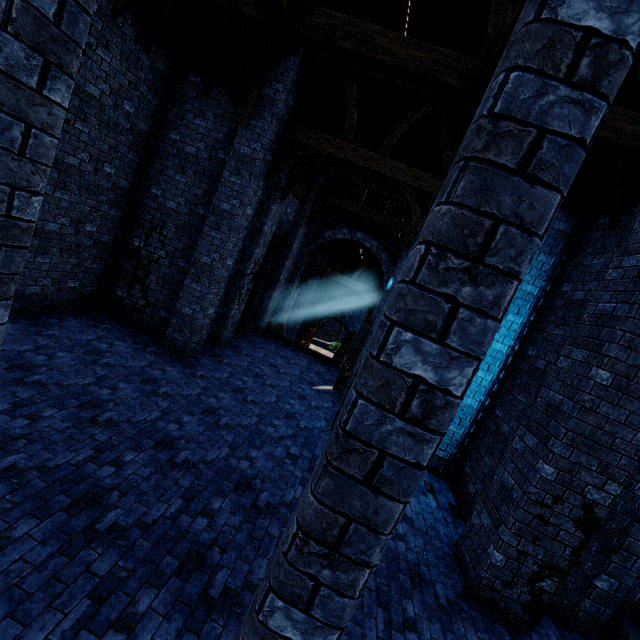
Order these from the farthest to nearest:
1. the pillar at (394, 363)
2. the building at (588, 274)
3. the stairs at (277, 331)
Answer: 1. the stairs at (277, 331)
2. the building at (588, 274)
3. the pillar at (394, 363)

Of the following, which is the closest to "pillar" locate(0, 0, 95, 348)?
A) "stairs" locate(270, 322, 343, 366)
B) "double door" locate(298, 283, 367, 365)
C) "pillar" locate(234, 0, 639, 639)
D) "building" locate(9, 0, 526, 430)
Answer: "building" locate(9, 0, 526, 430)

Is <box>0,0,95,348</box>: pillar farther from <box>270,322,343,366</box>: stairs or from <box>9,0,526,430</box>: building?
<box>270,322,343,366</box>: stairs

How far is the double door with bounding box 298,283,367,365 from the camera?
25.8 meters

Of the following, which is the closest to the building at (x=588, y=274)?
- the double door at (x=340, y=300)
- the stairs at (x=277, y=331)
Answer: the double door at (x=340, y=300)

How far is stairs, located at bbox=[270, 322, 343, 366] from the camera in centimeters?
1425cm

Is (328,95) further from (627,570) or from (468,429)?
(627,570)

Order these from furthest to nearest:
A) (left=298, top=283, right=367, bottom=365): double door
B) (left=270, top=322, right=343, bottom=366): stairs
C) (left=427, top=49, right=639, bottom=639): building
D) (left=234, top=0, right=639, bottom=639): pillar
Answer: (left=298, top=283, right=367, bottom=365): double door, (left=270, top=322, right=343, bottom=366): stairs, (left=427, top=49, right=639, bottom=639): building, (left=234, top=0, right=639, bottom=639): pillar
